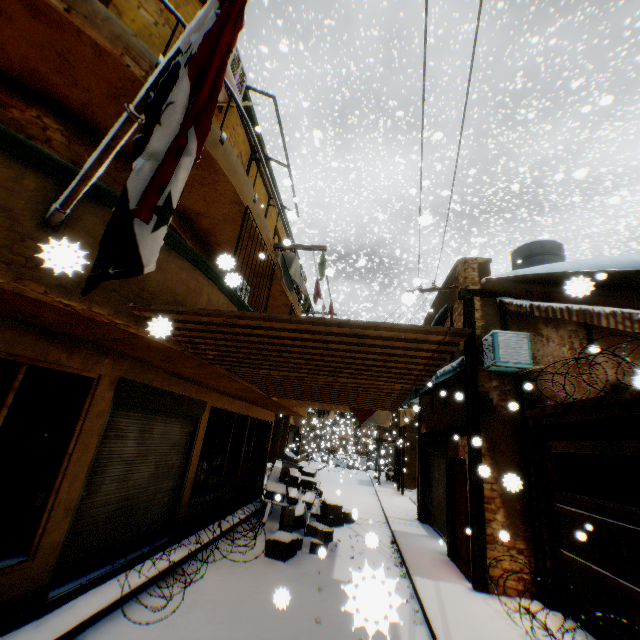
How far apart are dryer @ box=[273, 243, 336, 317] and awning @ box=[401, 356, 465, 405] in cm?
271

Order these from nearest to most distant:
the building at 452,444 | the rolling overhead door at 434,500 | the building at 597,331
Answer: the building at 452,444 → the building at 597,331 → the rolling overhead door at 434,500

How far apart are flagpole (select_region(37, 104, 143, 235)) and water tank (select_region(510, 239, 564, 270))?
11.8m

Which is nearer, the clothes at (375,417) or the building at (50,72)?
the building at (50,72)

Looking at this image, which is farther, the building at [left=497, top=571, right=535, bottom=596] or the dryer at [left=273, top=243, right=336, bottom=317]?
the dryer at [left=273, top=243, right=336, bottom=317]

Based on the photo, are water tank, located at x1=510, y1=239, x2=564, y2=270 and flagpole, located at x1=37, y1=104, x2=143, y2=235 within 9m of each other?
no

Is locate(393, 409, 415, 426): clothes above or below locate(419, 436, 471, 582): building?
above

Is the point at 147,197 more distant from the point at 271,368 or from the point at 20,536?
the point at 20,536
